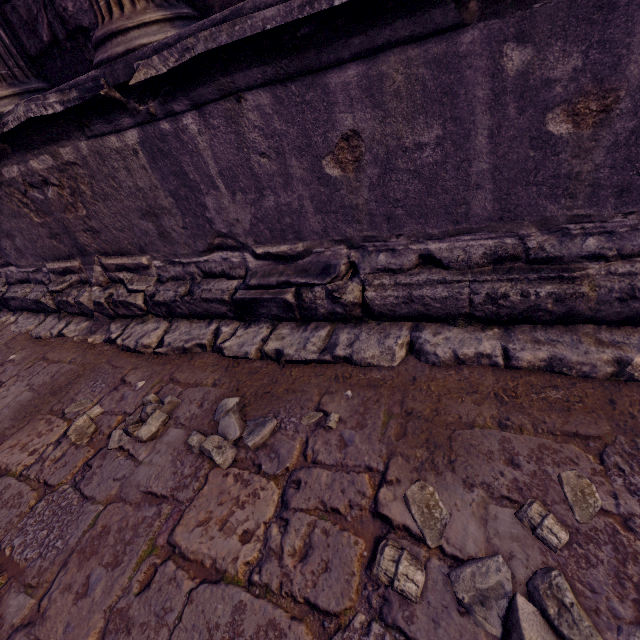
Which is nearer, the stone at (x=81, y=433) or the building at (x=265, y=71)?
the building at (x=265, y=71)

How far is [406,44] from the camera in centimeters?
125cm

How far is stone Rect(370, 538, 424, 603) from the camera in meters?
0.9

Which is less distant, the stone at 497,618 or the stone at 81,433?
the stone at 497,618

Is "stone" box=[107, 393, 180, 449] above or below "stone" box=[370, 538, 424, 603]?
below

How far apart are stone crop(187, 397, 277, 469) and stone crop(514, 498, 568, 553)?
0.7m

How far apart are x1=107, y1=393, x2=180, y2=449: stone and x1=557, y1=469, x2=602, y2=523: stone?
1.25m
